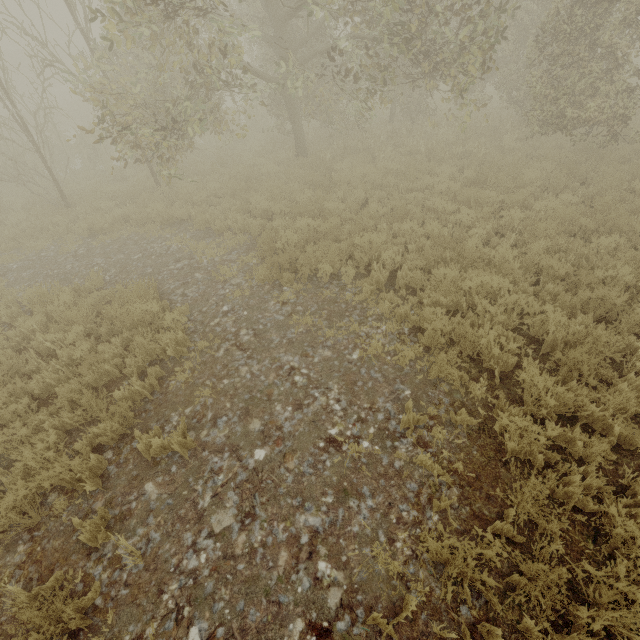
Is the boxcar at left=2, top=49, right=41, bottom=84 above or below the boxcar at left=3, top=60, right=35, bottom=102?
above

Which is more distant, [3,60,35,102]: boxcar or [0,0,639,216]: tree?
[3,60,35,102]: boxcar

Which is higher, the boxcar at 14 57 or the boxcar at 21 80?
the boxcar at 14 57

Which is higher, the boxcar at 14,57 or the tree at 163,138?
the boxcar at 14,57

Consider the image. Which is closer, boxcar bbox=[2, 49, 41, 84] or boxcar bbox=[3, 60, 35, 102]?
boxcar bbox=[2, 49, 41, 84]

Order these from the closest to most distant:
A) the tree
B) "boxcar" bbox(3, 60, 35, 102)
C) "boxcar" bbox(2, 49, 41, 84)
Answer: the tree < "boxcar" bbox(2, 49, 41, 84) < "boxcar" bbox(3, 60, 35, 102)

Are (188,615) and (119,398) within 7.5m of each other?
yes
